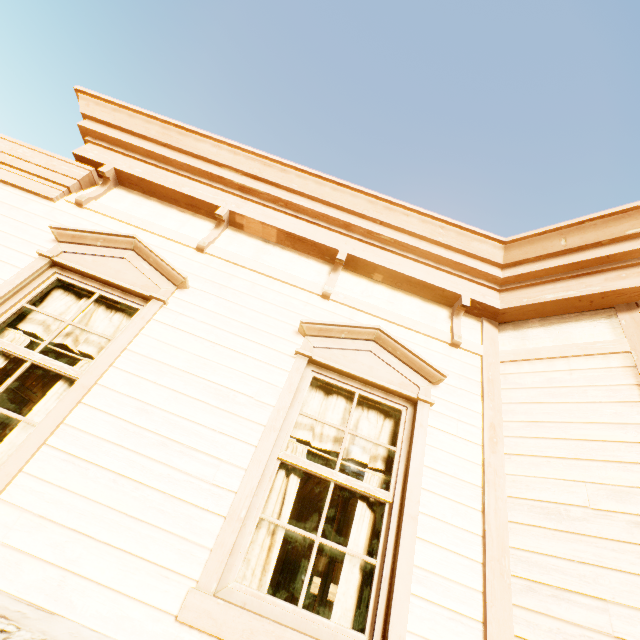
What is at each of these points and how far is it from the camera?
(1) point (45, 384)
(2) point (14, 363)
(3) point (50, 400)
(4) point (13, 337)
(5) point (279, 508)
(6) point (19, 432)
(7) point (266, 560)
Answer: (1) building, 7.77m
(2) building, 6.77m
(3) curtain, 2.46m
(4) curtain, 2.71m
(5) curtain, 2.38m
(6) curtain, 2.31m
(7) curtain, 2.18m

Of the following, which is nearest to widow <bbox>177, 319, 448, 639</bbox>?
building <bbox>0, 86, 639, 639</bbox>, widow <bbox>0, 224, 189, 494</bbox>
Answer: building <bbox>0, 86, 639, 639</bbox>

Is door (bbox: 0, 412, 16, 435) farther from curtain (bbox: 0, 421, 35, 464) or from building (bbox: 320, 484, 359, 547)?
curtain (bbox: 0, 421, 35, 464)

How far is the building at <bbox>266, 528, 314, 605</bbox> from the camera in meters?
9.9

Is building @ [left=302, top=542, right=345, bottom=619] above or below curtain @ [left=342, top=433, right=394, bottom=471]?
below

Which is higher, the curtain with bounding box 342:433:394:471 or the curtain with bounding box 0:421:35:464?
the curtain with bounding box 342:433:394:471

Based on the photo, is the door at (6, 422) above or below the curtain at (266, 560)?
above

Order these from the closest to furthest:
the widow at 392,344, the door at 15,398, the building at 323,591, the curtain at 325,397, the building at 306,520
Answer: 1. the widow at 392,344
2. the curtain at 325,397
3. the building at 323,591
4. the door at 15,398
5. the building at 306,520
